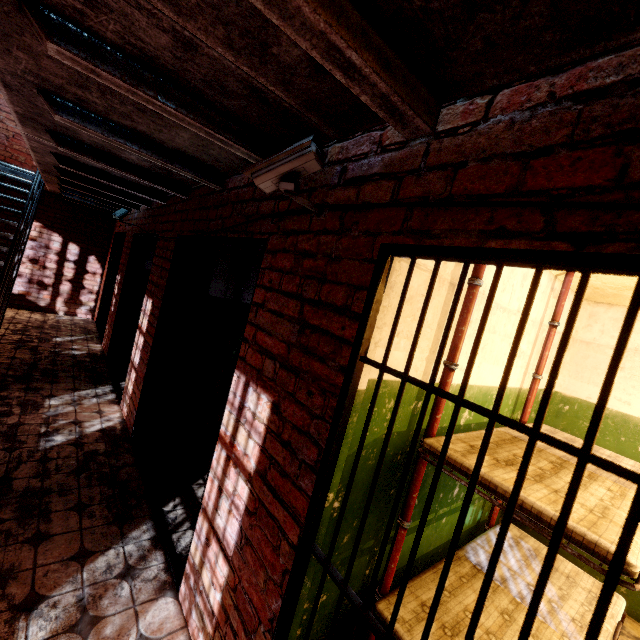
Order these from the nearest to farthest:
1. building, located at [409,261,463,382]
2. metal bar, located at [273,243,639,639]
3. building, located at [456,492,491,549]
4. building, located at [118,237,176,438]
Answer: metal bar, located at [273,243,639,639] → building, located at [409,261,463,382] → building, located at [456,492,491,549] → building, located at [118,237,176,438]

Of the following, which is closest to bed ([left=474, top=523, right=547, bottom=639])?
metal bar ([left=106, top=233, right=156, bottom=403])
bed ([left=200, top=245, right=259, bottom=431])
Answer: bed ([left=200, top=245, right=259, bottom=431])

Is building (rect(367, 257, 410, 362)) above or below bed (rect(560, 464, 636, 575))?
above

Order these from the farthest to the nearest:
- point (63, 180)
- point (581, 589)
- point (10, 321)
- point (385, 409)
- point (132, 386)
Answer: point (10, 321) < point (63, 180) < point (132, 386) < point (581, 589) < point (385, 409)

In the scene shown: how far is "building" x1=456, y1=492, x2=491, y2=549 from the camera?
2.92m

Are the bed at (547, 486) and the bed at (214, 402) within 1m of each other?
no

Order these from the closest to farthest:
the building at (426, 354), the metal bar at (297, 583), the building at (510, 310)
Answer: the metal bar at (297, 583)
the building at (426, 354)
the building at (510, 310)
